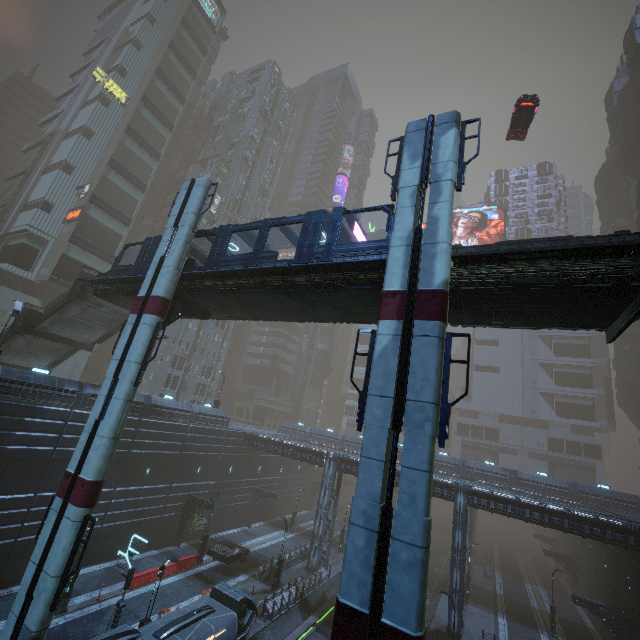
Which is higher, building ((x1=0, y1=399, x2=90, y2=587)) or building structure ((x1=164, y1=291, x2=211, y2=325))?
building structure ((x1=164, y1=291, x2=211, y2=325))

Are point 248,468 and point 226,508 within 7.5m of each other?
yes

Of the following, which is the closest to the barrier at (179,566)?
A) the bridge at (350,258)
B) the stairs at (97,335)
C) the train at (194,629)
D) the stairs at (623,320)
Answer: the train at (194,629)

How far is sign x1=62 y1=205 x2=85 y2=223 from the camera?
39.3m

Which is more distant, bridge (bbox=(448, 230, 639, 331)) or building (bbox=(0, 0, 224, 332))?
building (bbox=(0, 0, 224, 332))

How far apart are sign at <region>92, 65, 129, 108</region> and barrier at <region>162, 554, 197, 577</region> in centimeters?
5728cm

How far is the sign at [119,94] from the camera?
43.9m

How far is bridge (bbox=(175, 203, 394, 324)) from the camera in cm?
1383
